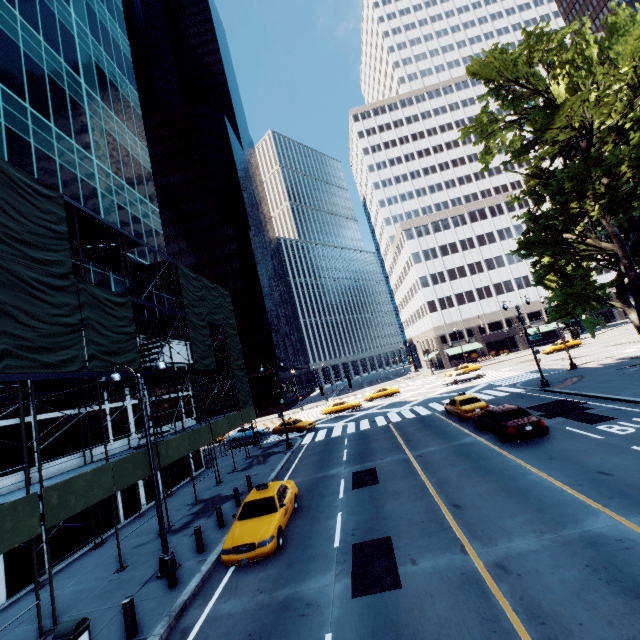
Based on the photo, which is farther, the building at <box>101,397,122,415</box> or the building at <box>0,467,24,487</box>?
the building at <box>101,397,122,415</box>

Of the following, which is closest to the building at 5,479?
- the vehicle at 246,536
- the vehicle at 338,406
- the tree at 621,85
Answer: the vehicle at 246,536

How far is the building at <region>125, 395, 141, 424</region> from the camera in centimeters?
2003cm

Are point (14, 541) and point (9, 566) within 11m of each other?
yes

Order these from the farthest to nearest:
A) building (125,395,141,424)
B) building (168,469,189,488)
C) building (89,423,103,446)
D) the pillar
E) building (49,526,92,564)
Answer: building (168,469,189,488) → building (125,395,141,424) → building (89,423,103,446) → building (49,526,92,564) → the pillar

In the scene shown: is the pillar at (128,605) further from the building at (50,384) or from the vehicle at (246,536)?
the building at (50,384)

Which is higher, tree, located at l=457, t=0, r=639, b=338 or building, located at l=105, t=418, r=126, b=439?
tree, located at l=457, t=0, r=639, b=338
